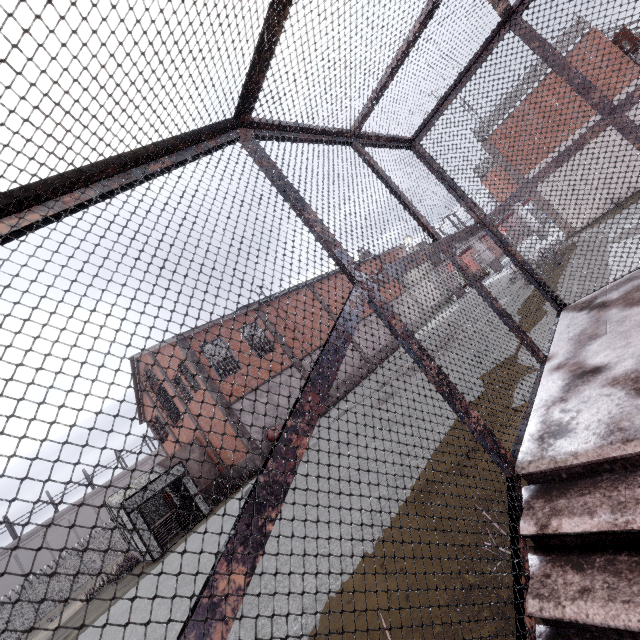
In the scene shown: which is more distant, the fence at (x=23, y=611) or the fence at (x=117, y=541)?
the fence at (x=117, y=541)

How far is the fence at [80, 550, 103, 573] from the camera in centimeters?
3102cm

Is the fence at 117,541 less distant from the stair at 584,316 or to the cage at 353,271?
the cage at 353,271

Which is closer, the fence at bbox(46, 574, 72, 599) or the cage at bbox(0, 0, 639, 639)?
the cage at bbox(0, 0, 639, 639)

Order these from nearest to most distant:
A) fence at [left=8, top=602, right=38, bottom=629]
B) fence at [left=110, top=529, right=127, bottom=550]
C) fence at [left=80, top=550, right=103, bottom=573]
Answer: fence at [left=8, top=602, right=38, bottom=629]
fence at [left=80, top=550, right=103, bottom=573]
fence at [left=110, top=529, right=127, bottom=550]

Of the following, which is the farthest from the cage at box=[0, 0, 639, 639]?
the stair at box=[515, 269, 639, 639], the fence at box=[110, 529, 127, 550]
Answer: the fence at box=[110, 529, 127, 550]

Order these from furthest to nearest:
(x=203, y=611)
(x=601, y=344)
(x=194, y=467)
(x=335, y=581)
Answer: (x=194, y=467) → (x=335, y=581) → (x=601, y=344) → (x=203, y=611)

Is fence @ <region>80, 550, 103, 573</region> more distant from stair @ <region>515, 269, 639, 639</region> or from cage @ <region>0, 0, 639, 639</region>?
stair @ <region>515, 269, 639, 639</region>
